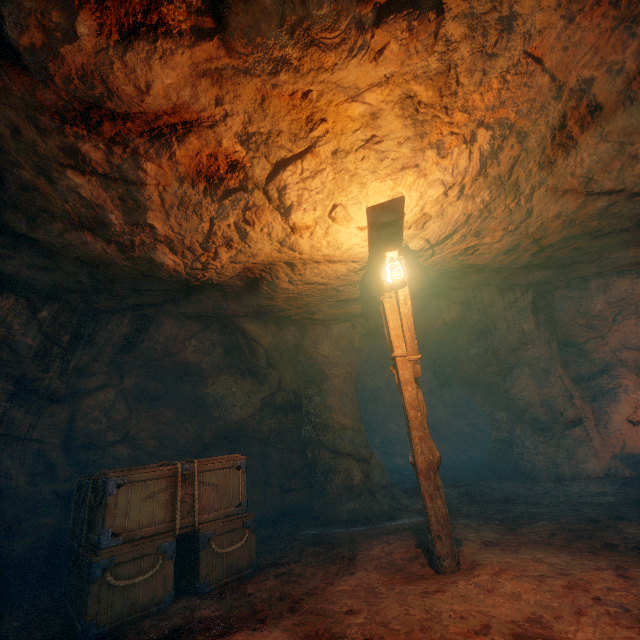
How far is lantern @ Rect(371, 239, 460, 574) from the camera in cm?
420

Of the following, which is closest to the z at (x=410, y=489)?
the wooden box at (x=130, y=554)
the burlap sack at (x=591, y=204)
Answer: the burlap sack at (x=591, y=204)

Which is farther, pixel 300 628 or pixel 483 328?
pixel 483 328

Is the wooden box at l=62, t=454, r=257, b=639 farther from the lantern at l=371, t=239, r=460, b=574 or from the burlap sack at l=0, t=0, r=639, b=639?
the lantern at l=371, t=239, r=460, b=574

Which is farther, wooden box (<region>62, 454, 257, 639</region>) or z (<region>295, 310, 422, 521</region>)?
z (<region>295, 310, 422, 521</region>)

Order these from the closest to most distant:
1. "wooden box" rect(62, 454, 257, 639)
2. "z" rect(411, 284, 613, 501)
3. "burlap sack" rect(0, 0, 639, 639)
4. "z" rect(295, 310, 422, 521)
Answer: "burlap sack" rect(0, 0, 639, 639) → "wooden box" rect(62, 454, 257, 639) → "z" rect(295, 310, 422, 521) → "z" rect(411, 284, 613, 501)

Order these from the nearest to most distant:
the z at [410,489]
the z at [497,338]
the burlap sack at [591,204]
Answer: the burlap sack at [591,204], the z at [410,489], the z at [497,338]

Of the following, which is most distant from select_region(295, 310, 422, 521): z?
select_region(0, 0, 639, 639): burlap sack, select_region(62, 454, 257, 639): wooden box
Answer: select_region(62, 454, 257, 639): wooden box
